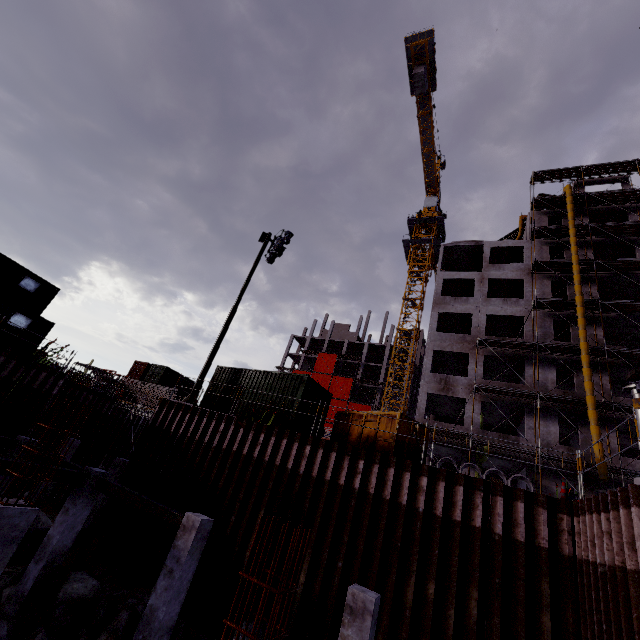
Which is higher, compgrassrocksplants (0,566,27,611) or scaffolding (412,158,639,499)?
scaffolding (412,158,639,499)

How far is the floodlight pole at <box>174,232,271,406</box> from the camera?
15.6m

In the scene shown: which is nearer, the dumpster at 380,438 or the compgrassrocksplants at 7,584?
the compgrassrocksplants at 7,584

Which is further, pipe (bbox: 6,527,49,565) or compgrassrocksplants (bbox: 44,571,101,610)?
pipe (bbox: 6,527,49,565)

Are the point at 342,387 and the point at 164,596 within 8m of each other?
no

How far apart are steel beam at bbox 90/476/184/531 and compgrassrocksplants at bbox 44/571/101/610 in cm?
221

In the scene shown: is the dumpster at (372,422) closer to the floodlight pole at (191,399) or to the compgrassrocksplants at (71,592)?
the floodlight pole at (191,399)

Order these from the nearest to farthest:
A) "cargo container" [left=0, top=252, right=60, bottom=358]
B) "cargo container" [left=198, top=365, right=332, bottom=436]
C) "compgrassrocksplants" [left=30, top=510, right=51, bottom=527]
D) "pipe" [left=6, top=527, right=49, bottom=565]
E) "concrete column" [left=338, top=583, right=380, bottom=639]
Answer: "concrete column" [left=338, top=583, right=380, bottom=639] → "pipe" [left=6, top=527, right=49, bottom=565] → "cargo container" [left=198, top=365, right=332, bottom=436] → "compgrassrocksplants" [left=30, top=510, right=51, bottom=527] → "cargo container" [left=0, top=252, right=60, bottom=358]
